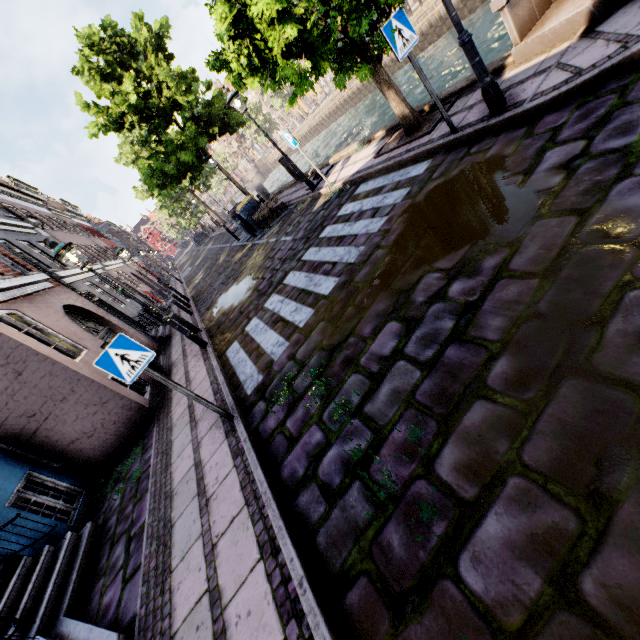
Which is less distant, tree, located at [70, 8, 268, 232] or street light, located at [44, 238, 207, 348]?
street light, located at [44, 238, 207, 348]

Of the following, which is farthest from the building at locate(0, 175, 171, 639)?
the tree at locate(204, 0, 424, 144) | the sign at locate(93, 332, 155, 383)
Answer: the tree at locate(204, 0, 424, 144)

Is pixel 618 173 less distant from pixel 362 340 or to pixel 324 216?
pixel 362 340

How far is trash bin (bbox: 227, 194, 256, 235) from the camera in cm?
1399

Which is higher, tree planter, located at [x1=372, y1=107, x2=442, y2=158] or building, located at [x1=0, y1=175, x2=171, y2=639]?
building, located at [x1=0, y1=175, x2=171, y2=639]

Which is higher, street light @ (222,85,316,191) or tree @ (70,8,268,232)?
tree @ (70,8,268,232)

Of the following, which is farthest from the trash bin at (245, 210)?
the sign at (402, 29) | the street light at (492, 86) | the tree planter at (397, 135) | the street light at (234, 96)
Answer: the street light at (492, 86)

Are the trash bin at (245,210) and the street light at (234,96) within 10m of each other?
yes
